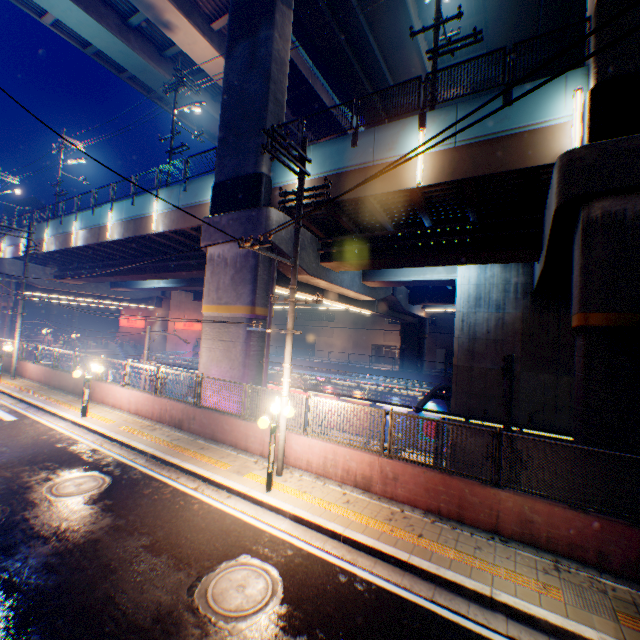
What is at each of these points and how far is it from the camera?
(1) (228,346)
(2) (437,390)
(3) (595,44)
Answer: (1) overpass support, 13.8m
(2) canopy, 21.5m
(3) overpass support, 8.2m

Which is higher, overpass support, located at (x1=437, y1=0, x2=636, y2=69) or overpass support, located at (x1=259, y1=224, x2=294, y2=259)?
overpass support, located at (x1=437, y1=0, x2=636, y2=69)

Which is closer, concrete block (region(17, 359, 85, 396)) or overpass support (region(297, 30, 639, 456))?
overpass support (region(297, 30, 639, 456))

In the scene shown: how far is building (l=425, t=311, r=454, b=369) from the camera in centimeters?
4884cm

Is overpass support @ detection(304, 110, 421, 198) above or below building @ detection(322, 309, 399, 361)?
above

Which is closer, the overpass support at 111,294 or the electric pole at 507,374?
the electric pole at 507,374

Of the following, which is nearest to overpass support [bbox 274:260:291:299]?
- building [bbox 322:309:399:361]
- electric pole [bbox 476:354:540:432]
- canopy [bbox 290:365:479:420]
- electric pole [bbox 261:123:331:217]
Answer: electric pole [bbox 476:354:540:432]

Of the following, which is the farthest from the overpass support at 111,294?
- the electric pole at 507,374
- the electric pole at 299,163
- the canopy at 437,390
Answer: the canopy at 437,390
